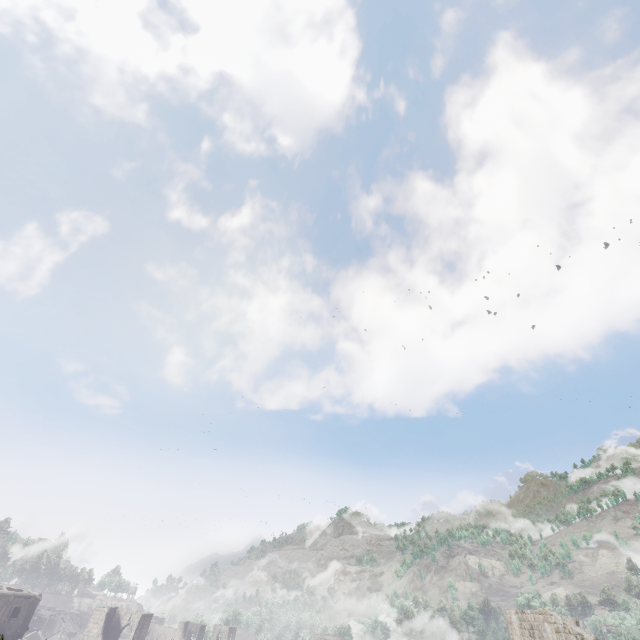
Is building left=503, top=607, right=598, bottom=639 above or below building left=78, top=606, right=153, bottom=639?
above

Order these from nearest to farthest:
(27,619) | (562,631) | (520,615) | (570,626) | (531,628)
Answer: (570,626) < (562,631) < (531,628) < (520,615) < (27,619)

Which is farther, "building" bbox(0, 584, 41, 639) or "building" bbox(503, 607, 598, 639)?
"building" bbox(0, 584, 41, 639)

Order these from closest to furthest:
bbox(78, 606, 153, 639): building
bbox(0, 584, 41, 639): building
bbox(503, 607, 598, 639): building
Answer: bbox(503, 607, 598, 639): building, bbox(0, 584, 41, 639): building, bbox(78, 606, 153, 639): building

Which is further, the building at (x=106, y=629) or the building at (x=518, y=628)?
the building at (x=106, y=629)

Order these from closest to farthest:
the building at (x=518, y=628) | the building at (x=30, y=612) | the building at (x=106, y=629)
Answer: the building at (x=518, y=628) → the building at (x=30, y=612) → the building at (x=106, y=629)
